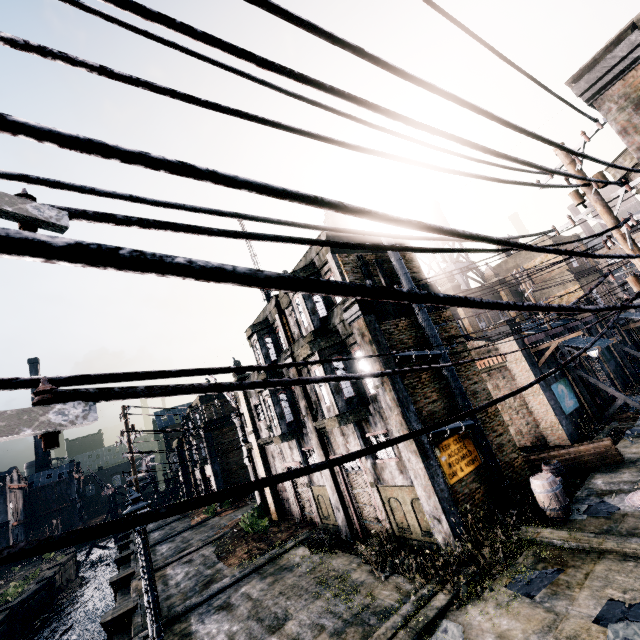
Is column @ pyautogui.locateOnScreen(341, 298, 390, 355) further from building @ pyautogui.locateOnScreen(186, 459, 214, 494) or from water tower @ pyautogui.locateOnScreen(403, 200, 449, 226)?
building @ pyautogui.locateOnScreen(186, 459, 214, 494)

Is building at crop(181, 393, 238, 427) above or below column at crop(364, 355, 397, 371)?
above

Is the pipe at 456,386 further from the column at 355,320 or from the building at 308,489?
the building at 308,489

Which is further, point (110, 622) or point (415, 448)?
point (110, 622)

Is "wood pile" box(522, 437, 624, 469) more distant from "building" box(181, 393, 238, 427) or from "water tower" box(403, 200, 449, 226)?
"building" box(181, 393, 238, 427)

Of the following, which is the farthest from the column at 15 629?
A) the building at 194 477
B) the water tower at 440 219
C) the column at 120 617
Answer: the water tower at 440 219

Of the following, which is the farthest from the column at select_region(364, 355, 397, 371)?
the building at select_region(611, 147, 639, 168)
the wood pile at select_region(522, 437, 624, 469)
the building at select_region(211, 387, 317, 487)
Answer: the building at select_region(611, 147, 639, 168)

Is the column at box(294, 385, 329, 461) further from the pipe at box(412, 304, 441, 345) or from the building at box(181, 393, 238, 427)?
the building at box(181, 393, 238, 427)
